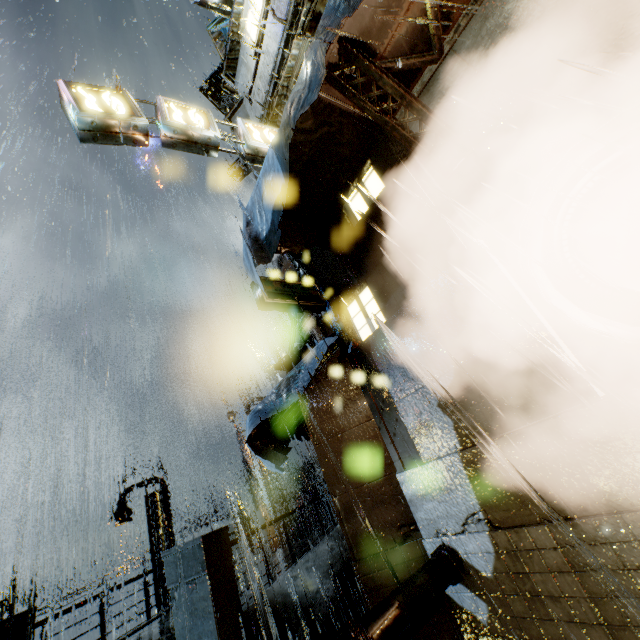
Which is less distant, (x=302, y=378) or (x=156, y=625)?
(x=302, y=378)

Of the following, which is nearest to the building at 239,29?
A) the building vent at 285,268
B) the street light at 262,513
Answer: the building vent at 285,268

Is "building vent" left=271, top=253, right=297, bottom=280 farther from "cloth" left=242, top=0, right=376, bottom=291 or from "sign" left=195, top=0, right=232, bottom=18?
"sign" left=195, top=0, right=232, bottom=18

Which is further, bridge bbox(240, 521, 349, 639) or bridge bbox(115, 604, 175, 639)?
bridge bbox(115, 604, 175, 639)

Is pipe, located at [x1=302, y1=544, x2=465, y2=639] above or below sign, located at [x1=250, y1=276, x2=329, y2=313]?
below

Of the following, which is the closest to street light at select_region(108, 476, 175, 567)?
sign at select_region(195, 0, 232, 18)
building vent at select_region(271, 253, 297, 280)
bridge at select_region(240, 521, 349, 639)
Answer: bridge at select_region(240, 521, 349, 639)

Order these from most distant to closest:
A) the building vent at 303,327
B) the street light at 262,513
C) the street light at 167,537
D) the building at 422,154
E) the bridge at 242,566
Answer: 1. the street light at 262,513
2. the street light at 167,537
3. the building vent at 303,327
4. the bridge at 242,566
5. the building at 422,154

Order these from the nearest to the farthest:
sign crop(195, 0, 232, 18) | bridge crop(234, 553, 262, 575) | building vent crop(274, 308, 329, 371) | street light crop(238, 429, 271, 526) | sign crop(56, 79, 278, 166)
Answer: sign crop(56, 79, 278, 166), bridge crop(234, 553, 262, 575), sign crop(195, 0, 232, 18), building vent crop(274, 308, 329, 371), street light crop(238, 429, 271, 526)
